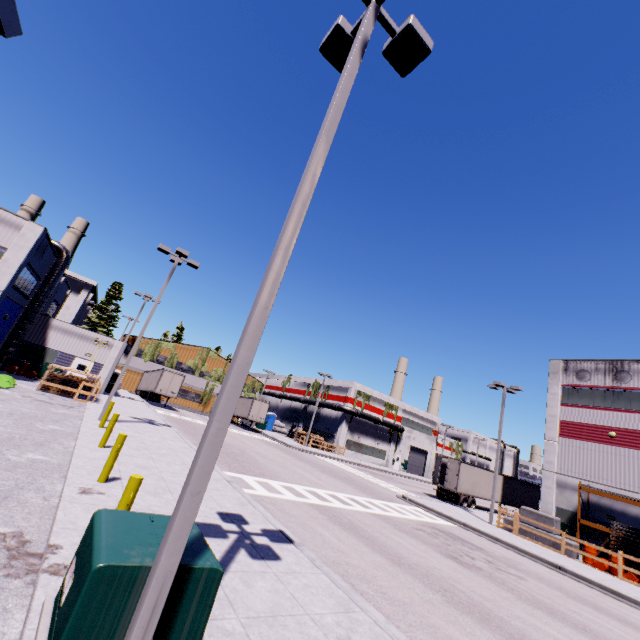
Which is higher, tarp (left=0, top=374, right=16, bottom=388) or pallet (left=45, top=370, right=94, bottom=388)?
pallet (left=45, top=370, right=94, bottom=388)

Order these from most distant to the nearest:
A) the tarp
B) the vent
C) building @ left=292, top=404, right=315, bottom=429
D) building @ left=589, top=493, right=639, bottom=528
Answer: building @ left=292, top=404, right=315, bottom=429 < the vent < building @ left=589, top=493, right=639, bottom=528 < the tarp

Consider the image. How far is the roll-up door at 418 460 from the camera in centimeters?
5619cm

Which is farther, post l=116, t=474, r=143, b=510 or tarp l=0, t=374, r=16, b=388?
tarp l=0, t=374, r=16, b=388

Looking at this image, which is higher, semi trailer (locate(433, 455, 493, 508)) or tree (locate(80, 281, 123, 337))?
tree (locate(80, 281, 123, 337))

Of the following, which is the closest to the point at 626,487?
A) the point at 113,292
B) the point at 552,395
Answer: the point at 552,395

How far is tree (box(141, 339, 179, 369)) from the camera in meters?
49.9 m

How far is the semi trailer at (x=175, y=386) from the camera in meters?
37.1
